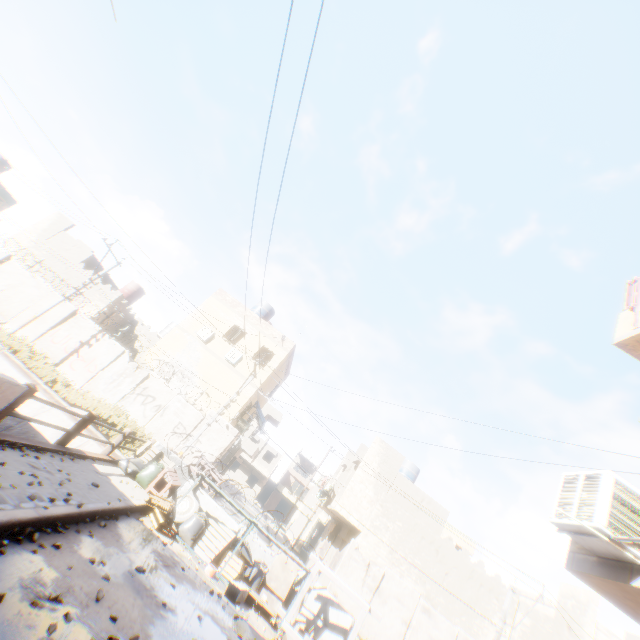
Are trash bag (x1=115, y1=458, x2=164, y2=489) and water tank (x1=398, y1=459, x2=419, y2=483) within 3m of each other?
no

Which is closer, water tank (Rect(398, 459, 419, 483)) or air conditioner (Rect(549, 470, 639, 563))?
air conditioner (Rect(549, 470, 639, 563))

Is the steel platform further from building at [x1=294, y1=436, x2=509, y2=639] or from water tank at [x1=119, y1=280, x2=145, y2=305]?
water tank at [x1=119, y1=280, x2=145, y2=305]

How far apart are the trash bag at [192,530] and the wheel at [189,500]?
0.0 meters

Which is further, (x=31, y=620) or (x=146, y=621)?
(x=146, y=621)

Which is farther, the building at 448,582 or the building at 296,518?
the building at 296,518

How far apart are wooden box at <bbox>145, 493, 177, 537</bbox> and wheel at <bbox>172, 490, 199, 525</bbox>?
0.65m

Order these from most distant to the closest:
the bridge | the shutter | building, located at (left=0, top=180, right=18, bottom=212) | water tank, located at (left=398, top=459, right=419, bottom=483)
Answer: building, located at (left=0, top=180, right=18, bottom=212)
water tank, located at (left=398, top=459, right=419, bottom=483)
the shutter
the bridge
